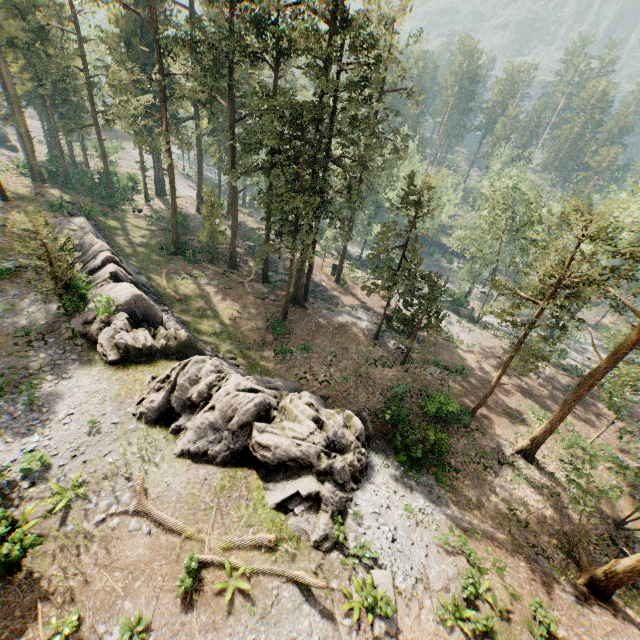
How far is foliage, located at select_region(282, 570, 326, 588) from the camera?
11.98m

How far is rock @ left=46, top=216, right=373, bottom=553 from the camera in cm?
1522

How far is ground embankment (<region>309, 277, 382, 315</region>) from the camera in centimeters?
3919cm

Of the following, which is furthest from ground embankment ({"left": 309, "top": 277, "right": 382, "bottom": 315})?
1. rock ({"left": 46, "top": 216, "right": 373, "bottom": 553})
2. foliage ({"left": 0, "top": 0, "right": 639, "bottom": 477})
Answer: rock ({"left": 46, "top": 216, "right": 373, "bottom": 553})

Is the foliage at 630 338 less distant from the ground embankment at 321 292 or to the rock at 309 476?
the ground embankment at 321 292

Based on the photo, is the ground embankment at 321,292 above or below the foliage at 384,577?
below

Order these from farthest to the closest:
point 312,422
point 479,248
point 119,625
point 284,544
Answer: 1. point 479,248
2. point 312,422
3. point 284,544
4. point 119,625
